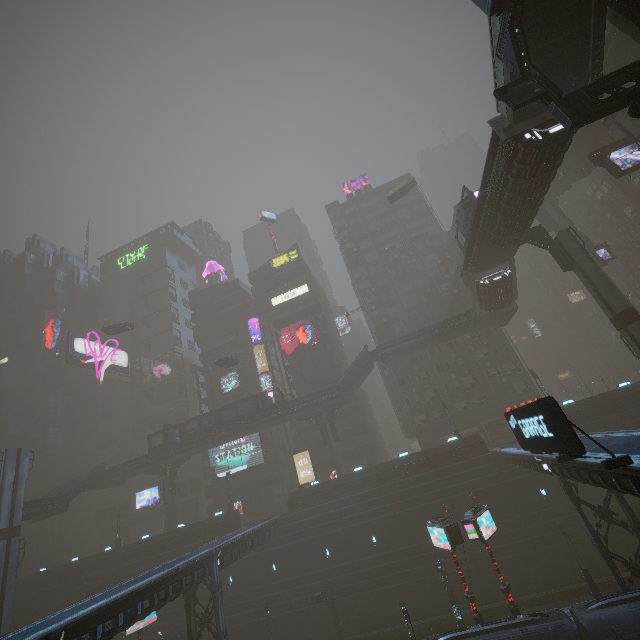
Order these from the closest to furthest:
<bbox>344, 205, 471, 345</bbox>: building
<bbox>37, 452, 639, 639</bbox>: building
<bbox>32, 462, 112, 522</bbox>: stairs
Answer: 1. <bbox>37, 452, 639, 639</bbox>: building
2. <bbox>32, 462, 112, 522</bbox>: stairs
3. <bbox>344, 205, 471, 345</bbox>: building

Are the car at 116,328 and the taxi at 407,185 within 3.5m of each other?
yes

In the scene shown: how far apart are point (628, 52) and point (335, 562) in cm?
5879

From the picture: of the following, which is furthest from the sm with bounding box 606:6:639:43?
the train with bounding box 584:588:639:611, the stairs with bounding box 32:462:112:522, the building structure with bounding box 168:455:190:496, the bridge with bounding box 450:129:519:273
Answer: the stairs with bounding box 32:462:112:522

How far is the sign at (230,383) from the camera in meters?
56.2

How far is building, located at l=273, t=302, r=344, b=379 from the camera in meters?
55.7

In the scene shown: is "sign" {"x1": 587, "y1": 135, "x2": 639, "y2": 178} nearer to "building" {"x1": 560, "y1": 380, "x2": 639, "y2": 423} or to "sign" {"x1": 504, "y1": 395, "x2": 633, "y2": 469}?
"building" {"x1": 560, "y1": 380, "x2": 639, "y2": 423}

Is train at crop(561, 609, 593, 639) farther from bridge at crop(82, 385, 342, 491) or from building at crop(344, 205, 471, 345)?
bridge at crop(82, 385, 342, 491)
